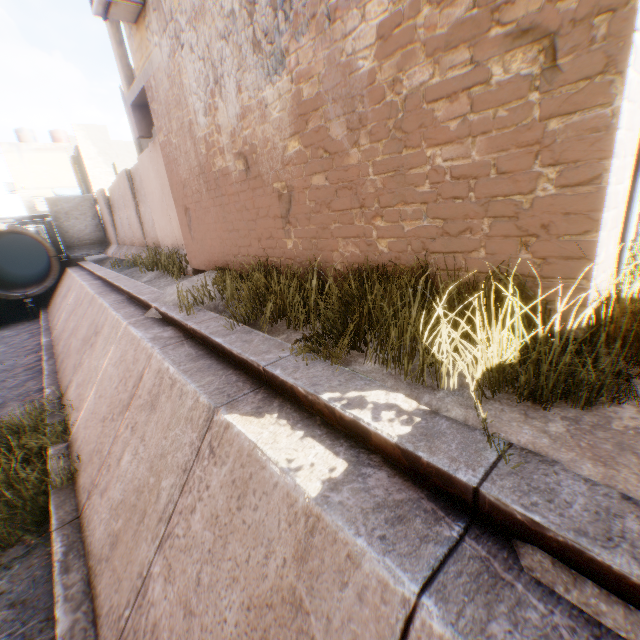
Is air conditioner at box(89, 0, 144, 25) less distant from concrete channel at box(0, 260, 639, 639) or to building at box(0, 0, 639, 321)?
building at box(0, 0, 639, 321)

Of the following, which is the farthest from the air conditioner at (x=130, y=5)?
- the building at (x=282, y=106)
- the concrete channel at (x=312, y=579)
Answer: the concrete channel at (x=312, y=579)

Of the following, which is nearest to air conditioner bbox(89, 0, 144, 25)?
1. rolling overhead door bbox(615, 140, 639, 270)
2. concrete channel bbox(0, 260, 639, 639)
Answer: concrete channel bbox(0, 260, 639, 639)

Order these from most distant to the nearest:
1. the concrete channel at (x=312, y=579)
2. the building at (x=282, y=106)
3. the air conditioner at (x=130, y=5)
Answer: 1. the air conditioner at (x=130, y=5)
2. the building at (x=282, y=106)
3. the concrete channel at (x=312, y=579)

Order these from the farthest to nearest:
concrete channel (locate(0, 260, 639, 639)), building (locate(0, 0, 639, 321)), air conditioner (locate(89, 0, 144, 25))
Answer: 1. air conditioner (locate(89, 0, 144, 25))
2. building (locate(0, 0, 639, 321))
3. concrete channel (locate(0, 260, 639, 639))

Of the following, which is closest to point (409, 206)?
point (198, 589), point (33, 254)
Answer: point (198, 589)

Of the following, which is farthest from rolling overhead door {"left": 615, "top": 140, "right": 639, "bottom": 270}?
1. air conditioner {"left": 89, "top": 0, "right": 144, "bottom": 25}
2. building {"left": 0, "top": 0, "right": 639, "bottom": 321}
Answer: air conditioner {"left": 89, "top": 0, "right": 144, "bottom": 25}
